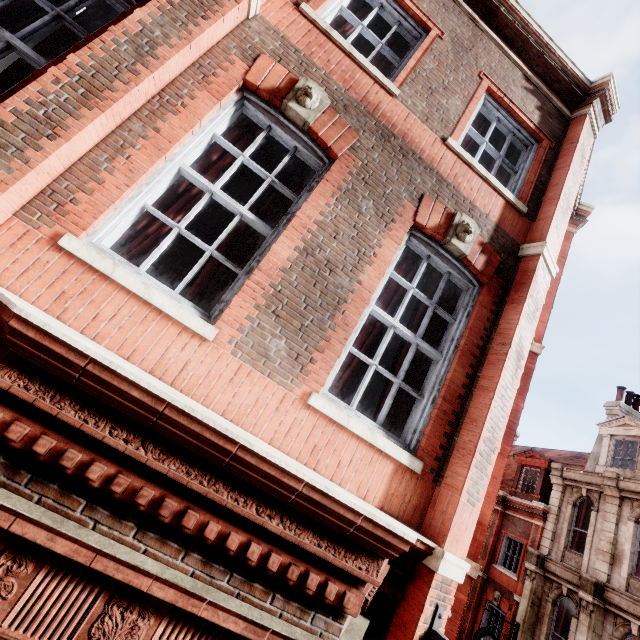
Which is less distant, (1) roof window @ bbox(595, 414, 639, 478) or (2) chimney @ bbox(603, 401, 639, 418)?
(1) roof window @ bbox(595, 414, 639, 478)

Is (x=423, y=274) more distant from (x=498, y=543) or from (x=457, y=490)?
(x=498, y=543)

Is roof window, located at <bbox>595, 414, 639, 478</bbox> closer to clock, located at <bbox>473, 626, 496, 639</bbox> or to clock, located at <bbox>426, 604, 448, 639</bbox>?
clock, located at <bbox>473, 626, 496, 639</bbox>

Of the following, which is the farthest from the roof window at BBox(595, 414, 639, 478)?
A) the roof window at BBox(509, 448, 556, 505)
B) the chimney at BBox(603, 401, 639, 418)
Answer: the roof window at BBox(509, 448, 556, 505)

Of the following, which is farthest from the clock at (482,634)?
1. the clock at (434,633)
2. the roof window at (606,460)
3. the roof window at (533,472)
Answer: the clock at (434,633)

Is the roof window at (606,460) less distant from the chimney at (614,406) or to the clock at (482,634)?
the chimney at (614,406)

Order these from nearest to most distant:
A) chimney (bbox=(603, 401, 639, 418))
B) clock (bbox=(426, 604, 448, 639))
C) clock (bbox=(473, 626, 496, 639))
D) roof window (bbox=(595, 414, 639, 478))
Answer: clock (bbox=(426, 604, 448, 639)) < clock (bbox=(473, 626, 496, 639)) < roof window (bbox=(595, 414, 639, 478)) < chimney (bbox=(603, 401, 639, 418))

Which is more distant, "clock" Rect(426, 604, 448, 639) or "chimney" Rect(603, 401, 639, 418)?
"chimney" Rect(603, 401, 639, 418)
